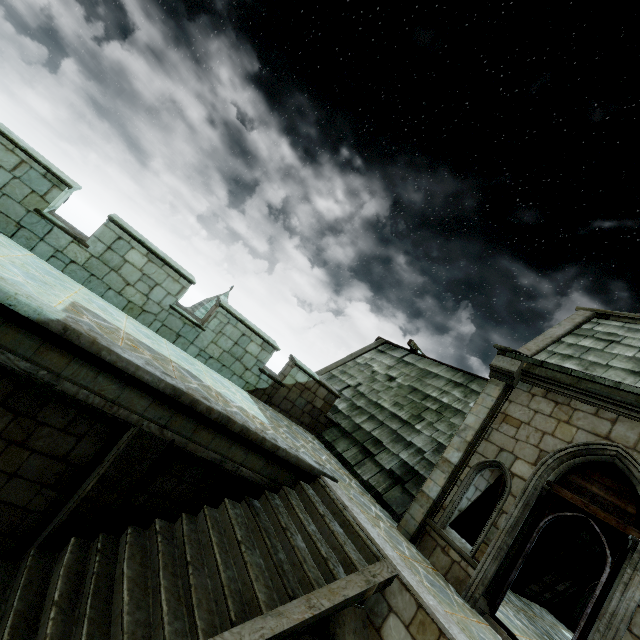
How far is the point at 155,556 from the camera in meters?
4.8
